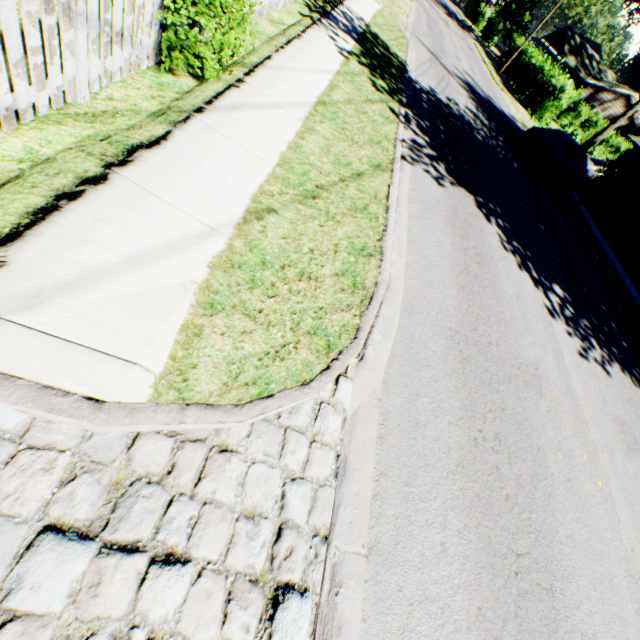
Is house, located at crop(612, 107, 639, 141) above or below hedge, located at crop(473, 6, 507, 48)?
above

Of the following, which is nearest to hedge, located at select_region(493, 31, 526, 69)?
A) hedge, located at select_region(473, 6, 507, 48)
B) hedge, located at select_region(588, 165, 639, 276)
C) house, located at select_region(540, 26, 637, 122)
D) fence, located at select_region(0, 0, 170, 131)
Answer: house, located at select_region(540, 26, 637, 122)

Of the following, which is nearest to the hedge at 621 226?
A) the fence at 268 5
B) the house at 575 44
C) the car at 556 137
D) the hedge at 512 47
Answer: the car at 556 137

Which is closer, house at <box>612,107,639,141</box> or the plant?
house at <box>612,107,639,141</box>

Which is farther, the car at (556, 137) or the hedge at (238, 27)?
the car at (556, 137)

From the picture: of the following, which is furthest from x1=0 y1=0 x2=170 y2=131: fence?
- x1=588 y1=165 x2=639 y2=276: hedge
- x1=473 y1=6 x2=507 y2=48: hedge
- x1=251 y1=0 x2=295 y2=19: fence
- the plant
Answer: the plant

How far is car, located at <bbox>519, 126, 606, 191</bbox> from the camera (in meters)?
14.23

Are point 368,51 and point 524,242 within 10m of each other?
yes
